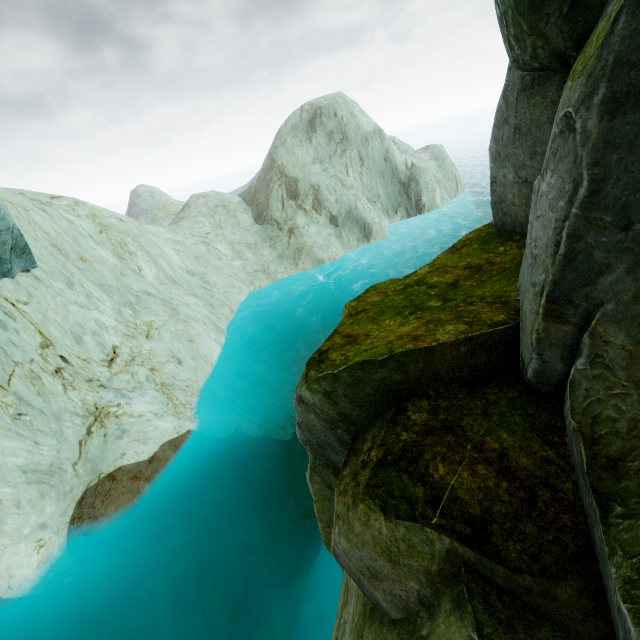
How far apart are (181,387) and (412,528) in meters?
14.4 m

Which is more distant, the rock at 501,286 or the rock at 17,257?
the rock at 17,257

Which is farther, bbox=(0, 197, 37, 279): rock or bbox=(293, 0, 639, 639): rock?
bbox=(0, 197, 37, 279): rock
